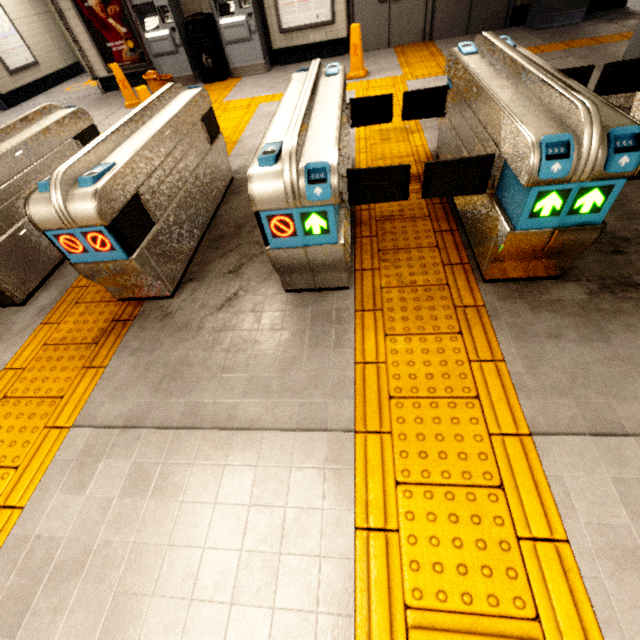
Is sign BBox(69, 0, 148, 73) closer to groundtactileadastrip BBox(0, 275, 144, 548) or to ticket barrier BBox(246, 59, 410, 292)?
groundtactileadastrip BBox(0, 275, 144, 548)

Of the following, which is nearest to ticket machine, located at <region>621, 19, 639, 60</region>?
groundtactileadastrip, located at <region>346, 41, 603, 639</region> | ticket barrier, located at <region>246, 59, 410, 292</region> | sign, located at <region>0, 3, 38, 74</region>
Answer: groundtactileadastrip, located at <region>346, 41, 603, 639</region>

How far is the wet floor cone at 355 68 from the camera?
5.8 meters

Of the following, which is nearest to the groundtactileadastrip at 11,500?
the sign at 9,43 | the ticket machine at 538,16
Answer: the ticket machine at 538,16

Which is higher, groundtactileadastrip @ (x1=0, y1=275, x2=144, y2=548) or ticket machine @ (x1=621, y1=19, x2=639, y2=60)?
ticket machine @ (x1=621, y1=19, x2=639, y2=60)

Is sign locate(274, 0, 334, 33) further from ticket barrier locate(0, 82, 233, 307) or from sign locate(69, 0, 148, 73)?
ticket barrier locate(0, 82, 233, 307)

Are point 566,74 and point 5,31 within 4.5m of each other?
no

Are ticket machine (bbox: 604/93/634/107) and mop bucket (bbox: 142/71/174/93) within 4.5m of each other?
no
